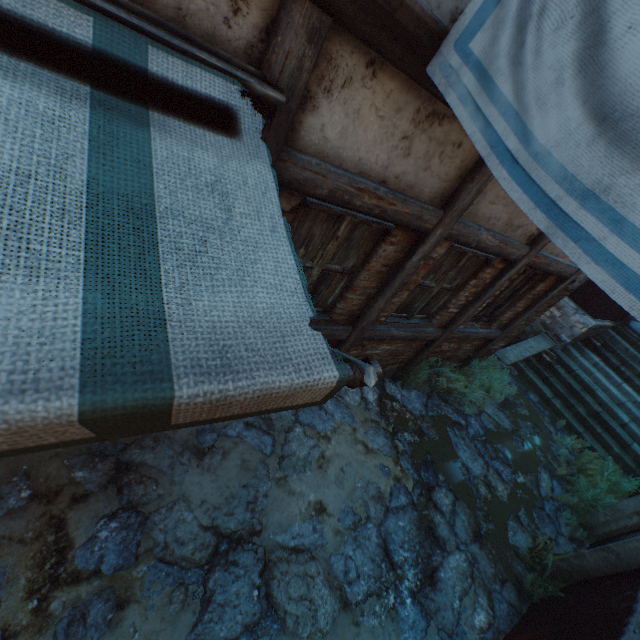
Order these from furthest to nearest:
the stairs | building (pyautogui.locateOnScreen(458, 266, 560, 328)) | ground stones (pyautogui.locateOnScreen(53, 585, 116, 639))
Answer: the stairs, building (pyautogui.locateOnScreen(458, 266, 560, 328)), ground stones (pyautogui.locateOnScreen(53, 585, 116, 639))

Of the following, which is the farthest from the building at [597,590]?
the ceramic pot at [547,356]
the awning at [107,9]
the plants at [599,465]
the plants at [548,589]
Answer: the plants at [548,589]

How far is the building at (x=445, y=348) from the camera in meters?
5.9 m

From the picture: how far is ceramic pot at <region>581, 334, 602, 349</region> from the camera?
9.2 meters

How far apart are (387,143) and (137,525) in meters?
3.8 m

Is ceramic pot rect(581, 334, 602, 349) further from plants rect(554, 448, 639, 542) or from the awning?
the awning

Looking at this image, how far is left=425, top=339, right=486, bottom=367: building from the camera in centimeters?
593cm

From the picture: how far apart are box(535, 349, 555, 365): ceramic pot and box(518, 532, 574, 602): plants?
5.5 meters
